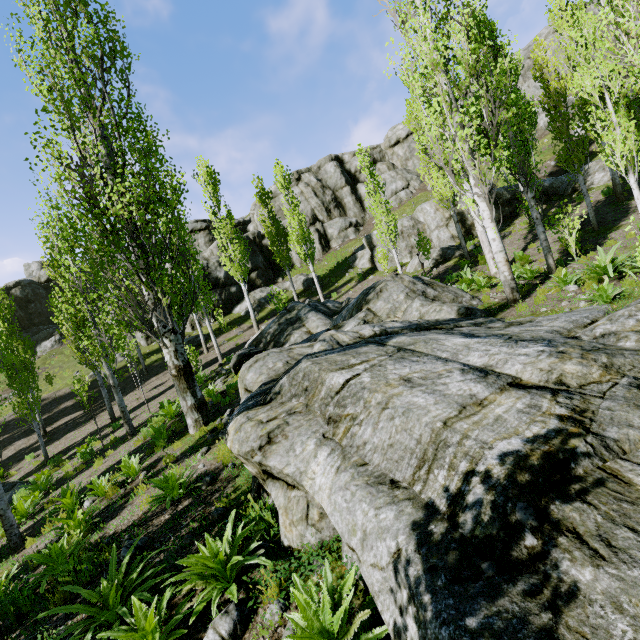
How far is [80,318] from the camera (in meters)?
16.86

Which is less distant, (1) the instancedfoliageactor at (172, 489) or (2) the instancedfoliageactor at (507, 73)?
(1) the instancedfoliageactor at (172, 489)

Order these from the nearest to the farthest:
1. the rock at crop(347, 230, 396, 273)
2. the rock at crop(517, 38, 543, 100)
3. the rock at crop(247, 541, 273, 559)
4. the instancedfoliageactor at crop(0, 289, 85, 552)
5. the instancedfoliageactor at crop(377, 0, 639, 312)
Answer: the rock at crop(247, 541, 273, 559)
the instancedfoliageactor at crop(0, 289, 85, 552)
the instancedfoliageactor at crop(377, 0, 639, 312)
the rock at crop(347, 230, 396, 273)
the rock at crop(517, 38, 543, 100)

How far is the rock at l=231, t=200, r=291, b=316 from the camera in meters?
29.6 m

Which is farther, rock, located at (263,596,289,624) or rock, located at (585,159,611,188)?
rock, located at (585,159,611,188)

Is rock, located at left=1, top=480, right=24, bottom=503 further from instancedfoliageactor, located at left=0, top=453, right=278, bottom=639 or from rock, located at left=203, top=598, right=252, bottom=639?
rock, located at left=203, top=598, right=252, bottom=639

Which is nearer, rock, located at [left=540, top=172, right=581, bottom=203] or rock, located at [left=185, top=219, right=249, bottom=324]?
rock, located at [left=540, top=172, right=581, bottom=203]

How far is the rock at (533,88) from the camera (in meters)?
34.28
